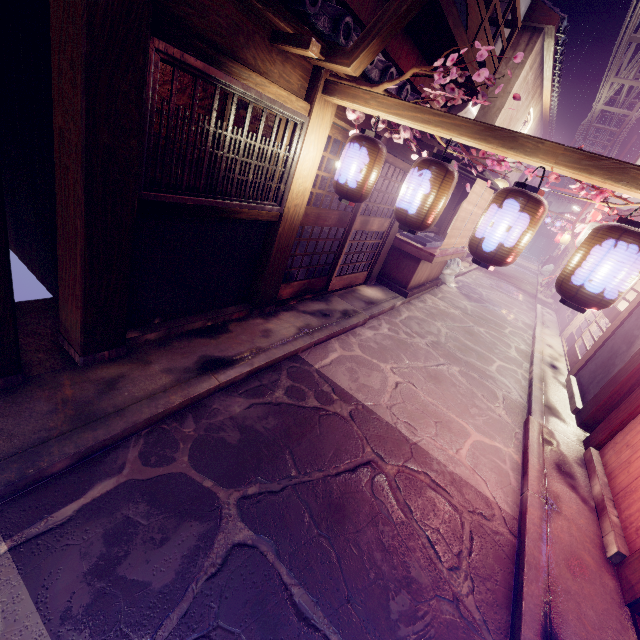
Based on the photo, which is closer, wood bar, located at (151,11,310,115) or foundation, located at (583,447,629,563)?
wood bar, located at (151,11,310,115)

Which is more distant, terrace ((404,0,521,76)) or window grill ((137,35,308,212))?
terrace ((404,0,521,76))

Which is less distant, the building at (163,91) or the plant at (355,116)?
the plant at (355,116)

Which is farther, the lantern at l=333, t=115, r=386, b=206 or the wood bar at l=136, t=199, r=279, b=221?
the lantern at l=333, t=115, r=386, b=206

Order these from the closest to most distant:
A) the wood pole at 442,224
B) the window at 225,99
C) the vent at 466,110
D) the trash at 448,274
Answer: the window at 225,99, the vent at 466,110, the wood pole at 442,224, the trash at 448,274

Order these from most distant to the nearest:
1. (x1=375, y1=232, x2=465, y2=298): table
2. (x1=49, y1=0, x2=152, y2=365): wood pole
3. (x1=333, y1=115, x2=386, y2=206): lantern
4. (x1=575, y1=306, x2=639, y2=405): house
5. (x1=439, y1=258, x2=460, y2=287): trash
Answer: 1. (x1=439, y1=258, x2=460, y2=287): trash
2. (x1=375, y1=232, x2=465, y2=298): table
3. (x1=575, y1=306, x2=639, y2=405): house
4. (x1=333, y1=115, x2=386, y2=206): lantern
5. (x1=49, y1=0, x2=152, y2=365): wood pole

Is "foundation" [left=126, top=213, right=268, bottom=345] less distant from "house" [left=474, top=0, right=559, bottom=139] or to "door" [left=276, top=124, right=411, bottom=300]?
"door" [left=276, top=124, right=411, bottom=300]

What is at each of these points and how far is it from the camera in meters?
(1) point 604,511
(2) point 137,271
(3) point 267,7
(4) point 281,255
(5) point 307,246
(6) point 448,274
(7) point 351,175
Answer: (1) foundation, 6.6 m
(2) foundation, 5.9 m
(3) wood bar, 4.7 m
(4) wood pole, 8.5 m
(5) door, 9.8 m
(6) trash, 19.8 m
(7) lantern, 6.4 m
